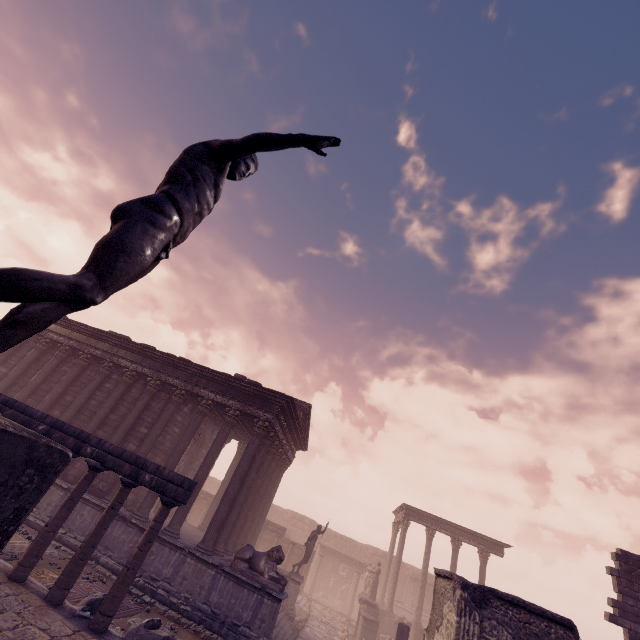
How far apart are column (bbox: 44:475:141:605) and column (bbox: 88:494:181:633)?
0.75m

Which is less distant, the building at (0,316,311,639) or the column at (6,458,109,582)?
the column at (6,458,109,582)

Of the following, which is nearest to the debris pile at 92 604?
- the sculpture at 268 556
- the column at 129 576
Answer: the column at 129 576

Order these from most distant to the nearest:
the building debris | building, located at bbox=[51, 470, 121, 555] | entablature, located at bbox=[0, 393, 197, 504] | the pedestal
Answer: the building debris < building, located at bbox=[51, 470, 121, 555] < entablature, located at bbox=[0, 393, 197, 504] < the pedestal

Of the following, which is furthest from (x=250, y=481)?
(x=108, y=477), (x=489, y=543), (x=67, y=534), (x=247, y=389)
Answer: (x=489, y=543)

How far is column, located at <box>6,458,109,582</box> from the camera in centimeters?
707cm

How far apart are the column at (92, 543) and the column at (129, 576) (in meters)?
0.75

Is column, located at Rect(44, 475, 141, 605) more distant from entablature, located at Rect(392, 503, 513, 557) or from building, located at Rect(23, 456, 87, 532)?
entablature, located at Rect(392, 503, 513, 557)
